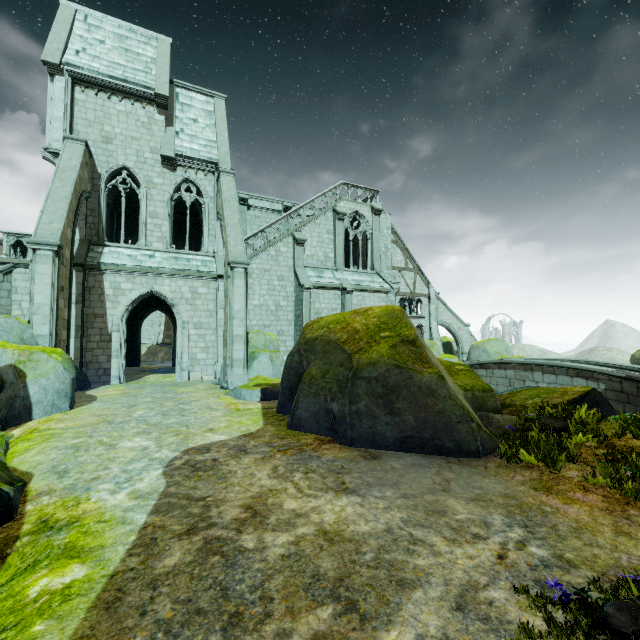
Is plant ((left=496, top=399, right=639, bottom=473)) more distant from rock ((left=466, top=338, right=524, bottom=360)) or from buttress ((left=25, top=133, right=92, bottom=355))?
rock ((left=466, top=338, right=524, bottom=360))

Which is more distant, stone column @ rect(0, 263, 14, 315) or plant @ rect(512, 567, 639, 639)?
stone column @ rect(0, 263, 14, 315)

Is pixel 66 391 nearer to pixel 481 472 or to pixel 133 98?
pixel 481 472

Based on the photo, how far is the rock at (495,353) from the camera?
25.91m

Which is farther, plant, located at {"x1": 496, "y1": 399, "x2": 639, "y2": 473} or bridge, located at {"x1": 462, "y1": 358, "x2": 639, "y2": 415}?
bridge, located at {"x1": 462, "y1": 358, "x2": 639, "y2": 415}

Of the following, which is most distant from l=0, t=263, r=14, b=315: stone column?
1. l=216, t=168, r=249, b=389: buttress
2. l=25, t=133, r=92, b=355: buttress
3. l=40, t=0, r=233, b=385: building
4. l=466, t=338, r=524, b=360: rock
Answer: l=466, t=338, r=524, b=360: rock

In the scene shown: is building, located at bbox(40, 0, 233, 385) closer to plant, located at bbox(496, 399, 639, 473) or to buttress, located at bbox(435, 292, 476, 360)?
buttress, located at bbox(435, 292, 476, 360)

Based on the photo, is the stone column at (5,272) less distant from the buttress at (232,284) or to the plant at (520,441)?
the buttress at (232,284)
